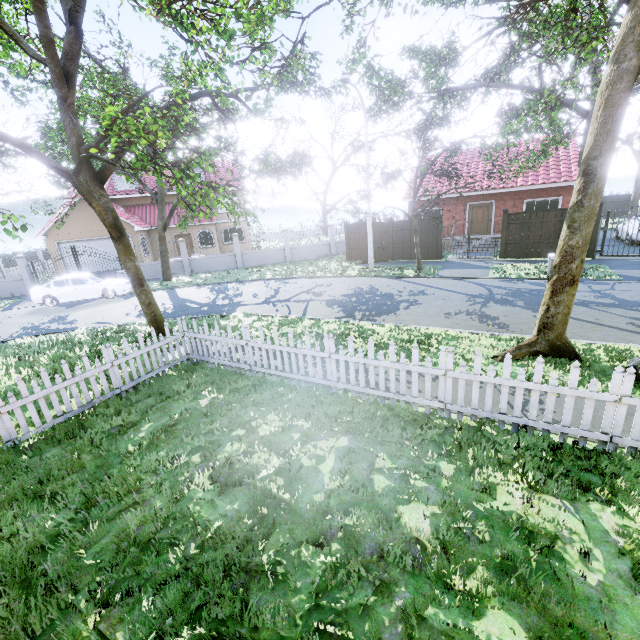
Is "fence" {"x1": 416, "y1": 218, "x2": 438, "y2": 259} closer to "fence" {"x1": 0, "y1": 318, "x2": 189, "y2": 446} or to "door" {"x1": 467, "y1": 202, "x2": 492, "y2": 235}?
"fence" {"x1": 0, "y1": 318, "x2": 189, "y2": 446}

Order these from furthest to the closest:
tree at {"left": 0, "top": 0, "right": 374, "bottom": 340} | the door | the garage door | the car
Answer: the garage door
the door
the car
tree at {"left": 0, "top": 0, "right": 374, "bottom": 340}

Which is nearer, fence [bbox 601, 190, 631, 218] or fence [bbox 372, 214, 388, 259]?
fence [bbox 372, 214, 388, 259]

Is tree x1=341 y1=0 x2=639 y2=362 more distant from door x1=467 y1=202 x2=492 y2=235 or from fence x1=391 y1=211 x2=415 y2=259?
door x1=467 y1=202 x2=492 y2=235

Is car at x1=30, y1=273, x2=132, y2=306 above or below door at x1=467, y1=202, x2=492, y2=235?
below

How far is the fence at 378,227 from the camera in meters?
20.1 m

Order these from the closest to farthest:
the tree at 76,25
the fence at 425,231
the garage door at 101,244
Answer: the tree at 76,25, the fence at 425,231, the garage door at 101,244

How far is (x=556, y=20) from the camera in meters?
10.1
